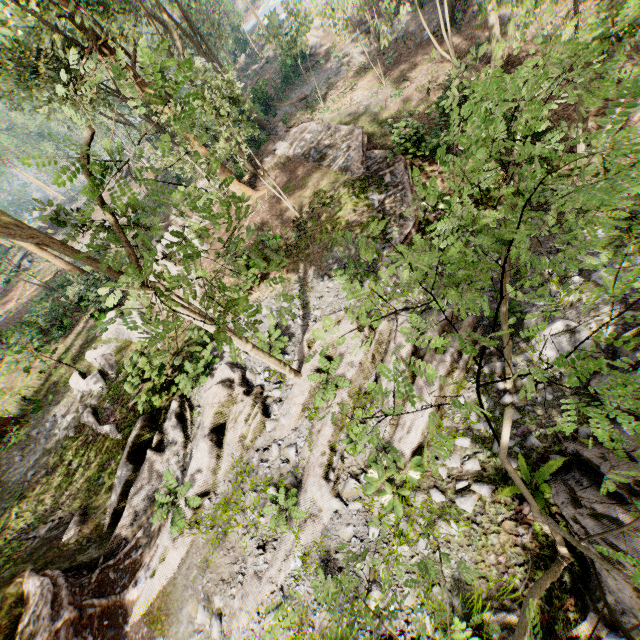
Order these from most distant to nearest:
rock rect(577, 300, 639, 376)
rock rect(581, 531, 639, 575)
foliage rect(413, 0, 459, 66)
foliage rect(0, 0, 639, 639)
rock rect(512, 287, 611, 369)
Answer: foliage rect(413, 0, 459, 66), rock rect(512, 287, 611, 369), rock rect(577, 300, 639, 376), rock rect(581, 531, 639, 575), foliage rect(0, 0, 639, 639)

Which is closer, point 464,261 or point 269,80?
point 464,261

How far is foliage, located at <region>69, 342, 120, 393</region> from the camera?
15.22m

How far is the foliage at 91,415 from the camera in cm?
1287

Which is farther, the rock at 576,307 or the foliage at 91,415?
the foliage at 91,415

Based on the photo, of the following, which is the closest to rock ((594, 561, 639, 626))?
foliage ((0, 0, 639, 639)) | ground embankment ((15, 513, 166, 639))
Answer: foliage ((0, 0, 639, 639))

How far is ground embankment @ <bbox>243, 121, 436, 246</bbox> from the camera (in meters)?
13.08

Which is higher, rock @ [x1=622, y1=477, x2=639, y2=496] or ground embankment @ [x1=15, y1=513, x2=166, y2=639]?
ground embankment @ [x1=15, y1=513, x2=166, y2=639]
